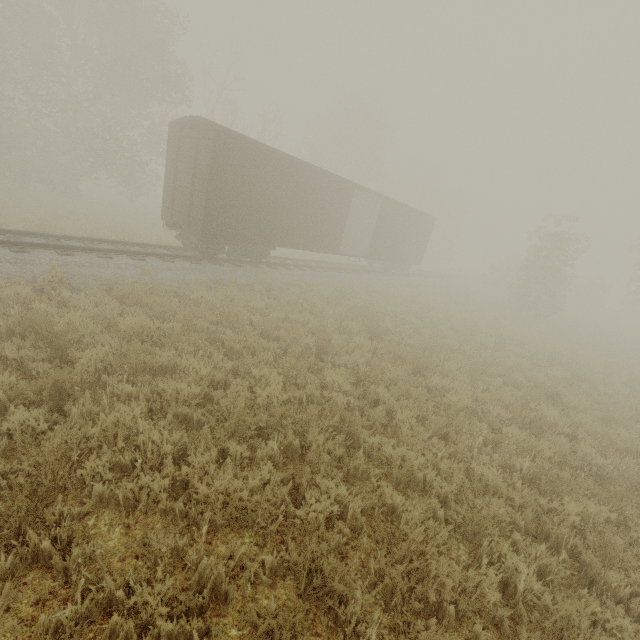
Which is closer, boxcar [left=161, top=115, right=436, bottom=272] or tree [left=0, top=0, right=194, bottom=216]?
boxcar [left=161, top=115, right=436, bottom=272]

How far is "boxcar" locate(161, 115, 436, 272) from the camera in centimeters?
1120cm

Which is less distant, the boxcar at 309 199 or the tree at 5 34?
the boxcar at 309 199

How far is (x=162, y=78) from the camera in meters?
21.3

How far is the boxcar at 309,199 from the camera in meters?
11.2 m
